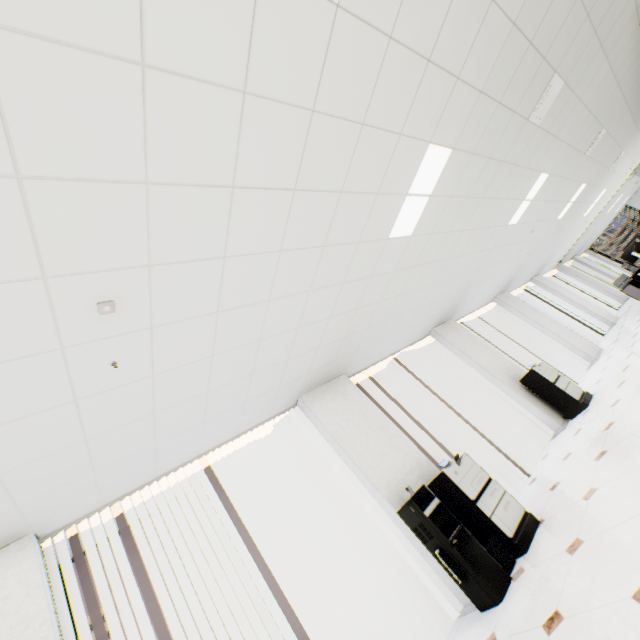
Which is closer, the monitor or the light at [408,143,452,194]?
the light at [408,143,452,194]

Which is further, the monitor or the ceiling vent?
the monitor

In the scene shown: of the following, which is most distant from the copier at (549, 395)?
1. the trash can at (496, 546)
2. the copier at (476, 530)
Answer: the trash can at (496, 546)

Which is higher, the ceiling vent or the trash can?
the ceiling vent

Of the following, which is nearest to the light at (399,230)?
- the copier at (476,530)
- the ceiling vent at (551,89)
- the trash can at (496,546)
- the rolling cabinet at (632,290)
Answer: the ceiling vent at (551,89)

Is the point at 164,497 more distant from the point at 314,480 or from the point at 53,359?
the point at 53,359

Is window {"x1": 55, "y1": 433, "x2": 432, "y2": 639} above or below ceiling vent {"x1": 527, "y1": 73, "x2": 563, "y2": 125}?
below

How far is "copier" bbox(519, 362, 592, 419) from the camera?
5.9 meters
